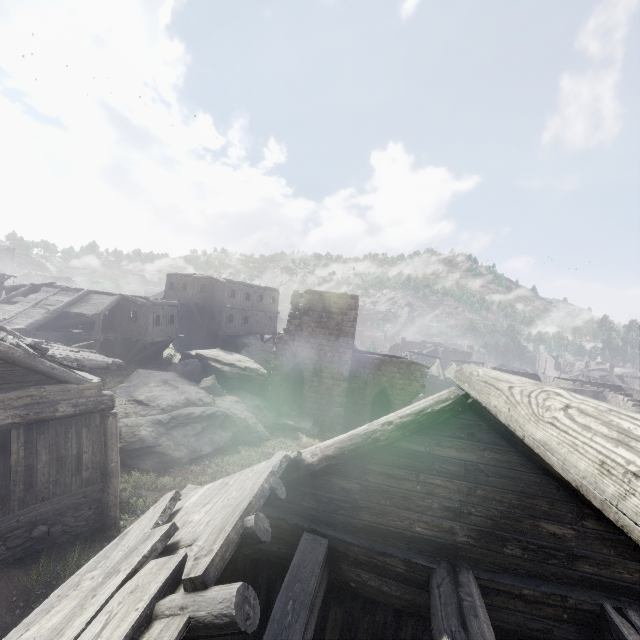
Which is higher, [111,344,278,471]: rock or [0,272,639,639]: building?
[0,272,639,639]: building

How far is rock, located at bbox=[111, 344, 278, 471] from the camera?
14.0m

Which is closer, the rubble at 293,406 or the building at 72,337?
the building at 72,337

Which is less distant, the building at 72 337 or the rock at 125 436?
the building at 72 337

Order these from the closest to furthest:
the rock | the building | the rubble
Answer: the building → the rock → the rubble

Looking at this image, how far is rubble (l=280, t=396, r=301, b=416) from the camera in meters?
24.5

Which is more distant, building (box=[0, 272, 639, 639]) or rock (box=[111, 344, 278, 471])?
rock (box=[111, 344, 278, 471])

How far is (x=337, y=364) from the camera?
24.4m
